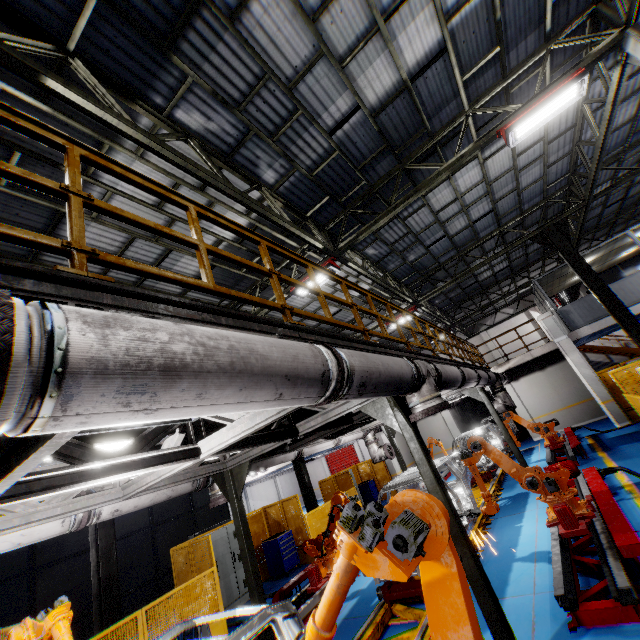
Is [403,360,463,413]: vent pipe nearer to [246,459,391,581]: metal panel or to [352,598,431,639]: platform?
[352,598,431,639]: platform

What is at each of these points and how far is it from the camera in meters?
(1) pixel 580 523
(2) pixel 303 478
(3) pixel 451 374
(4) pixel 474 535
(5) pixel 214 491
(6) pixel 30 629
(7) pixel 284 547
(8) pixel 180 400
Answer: (1) robot arm, 5.6 m
(2) metal pole, 14.3 m
(3) vent pipe, 5.8 m
(4) platform, 7.7 m
(5) vent pipe, 6.4 m
(6) robot arm, 3.9 m
(7) toolbox, 11.3 m
(8) vent pipe, 1.5 m

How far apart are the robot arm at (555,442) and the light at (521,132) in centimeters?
1048cm

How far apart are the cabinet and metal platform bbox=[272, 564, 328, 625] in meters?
3.1 m

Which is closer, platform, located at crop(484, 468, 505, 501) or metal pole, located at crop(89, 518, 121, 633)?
metal pole, located at crop(89, 518, 121, 633)

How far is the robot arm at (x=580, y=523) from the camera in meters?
5.6

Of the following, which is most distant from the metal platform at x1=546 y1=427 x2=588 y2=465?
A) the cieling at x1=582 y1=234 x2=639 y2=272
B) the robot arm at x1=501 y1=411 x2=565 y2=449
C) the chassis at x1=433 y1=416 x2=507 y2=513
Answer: the cieling at x1=582 y1=234 x2=639 y2=272

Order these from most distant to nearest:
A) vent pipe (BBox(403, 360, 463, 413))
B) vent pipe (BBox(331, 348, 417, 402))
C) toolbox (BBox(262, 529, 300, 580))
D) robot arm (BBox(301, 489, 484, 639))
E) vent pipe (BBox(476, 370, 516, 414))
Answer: toolbox (BBox(262, 529, 300, 580)) < vent pipe (BBox(476, 370, 516, 414)) < vent pipe (BBox(403, 360, 463, 413)) < vent pipe (BBox(331, 348, 417, 402)) < robot arm (BBox(301, 489, 484, 639))
